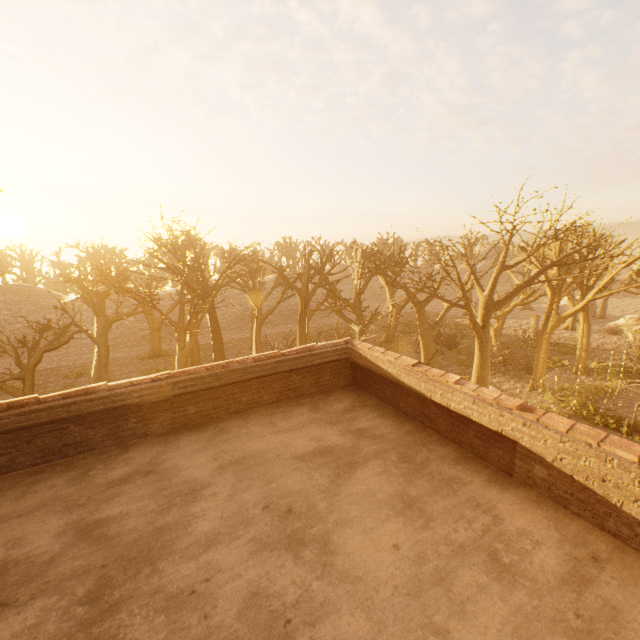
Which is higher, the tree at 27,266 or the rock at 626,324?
the tree at 27,266

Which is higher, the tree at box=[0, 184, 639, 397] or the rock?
the tree at box=[0, 184, 639, 397]

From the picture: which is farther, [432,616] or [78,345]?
[78,345]

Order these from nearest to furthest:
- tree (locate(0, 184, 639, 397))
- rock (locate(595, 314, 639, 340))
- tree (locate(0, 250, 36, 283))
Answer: tree (locate(0, 184, 639, 397)) < rock (locate(595, 314, 639, 340)) < tree (locate(0, 250, 36, 283))

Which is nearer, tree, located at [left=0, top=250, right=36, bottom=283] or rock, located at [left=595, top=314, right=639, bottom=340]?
rock, located at [left=595, top=314, right=639, bottom=340]
